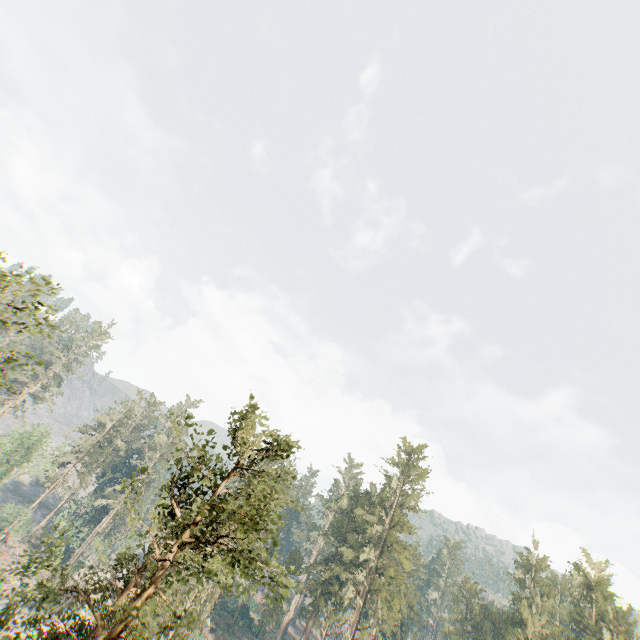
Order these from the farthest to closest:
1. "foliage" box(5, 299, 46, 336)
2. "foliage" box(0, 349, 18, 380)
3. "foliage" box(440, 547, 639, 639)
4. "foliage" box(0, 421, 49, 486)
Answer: "foliage" box(0, 421, 49, 486) < "foliage" box(440, 547, 639, 639) < "foliage" box(5, 299, 46, 336) < "foliage" box(0, 349, 18, 380)

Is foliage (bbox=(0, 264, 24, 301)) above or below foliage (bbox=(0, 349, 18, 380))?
above

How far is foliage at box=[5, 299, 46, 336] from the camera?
11.7m

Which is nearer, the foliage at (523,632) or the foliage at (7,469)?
the foliage at (523,632)

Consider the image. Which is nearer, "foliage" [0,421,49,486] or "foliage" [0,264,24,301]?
"foliage" [0,264,24,301]

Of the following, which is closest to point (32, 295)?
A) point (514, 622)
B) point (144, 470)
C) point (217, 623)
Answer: point (144, 470)

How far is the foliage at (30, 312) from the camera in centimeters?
1166cm
